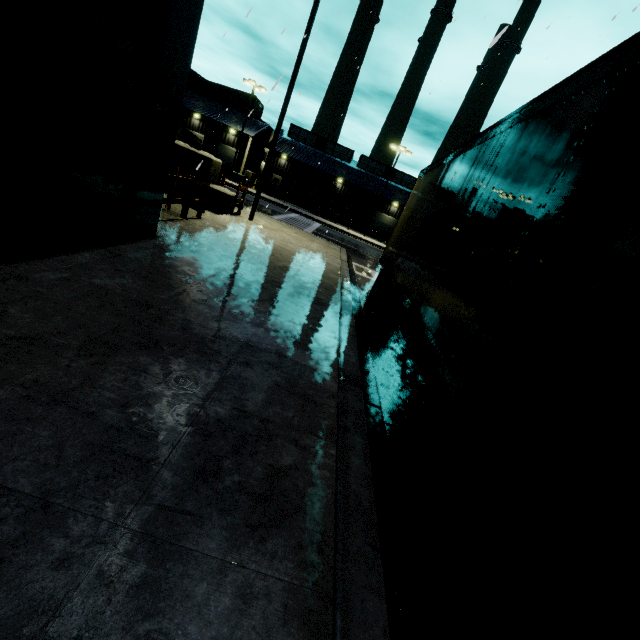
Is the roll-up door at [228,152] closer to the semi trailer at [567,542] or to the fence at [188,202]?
the semi trailer at [567,542]

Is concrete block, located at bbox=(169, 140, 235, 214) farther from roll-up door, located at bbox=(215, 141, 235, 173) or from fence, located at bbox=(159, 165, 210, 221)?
fence, located at bbox=(159, 165, 210, 221)

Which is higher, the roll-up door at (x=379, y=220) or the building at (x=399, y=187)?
the building at (x=399, y=187)

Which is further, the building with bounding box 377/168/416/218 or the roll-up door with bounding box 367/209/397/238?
the roll-up door with bounding box 367/209/397/238

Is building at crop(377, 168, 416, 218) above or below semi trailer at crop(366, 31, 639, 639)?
above

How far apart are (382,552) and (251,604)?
1.2 meters

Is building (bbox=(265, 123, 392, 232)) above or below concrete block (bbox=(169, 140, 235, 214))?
above

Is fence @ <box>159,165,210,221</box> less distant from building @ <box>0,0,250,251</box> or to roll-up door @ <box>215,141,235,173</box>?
building @ <box>0,0,250,251</box>
